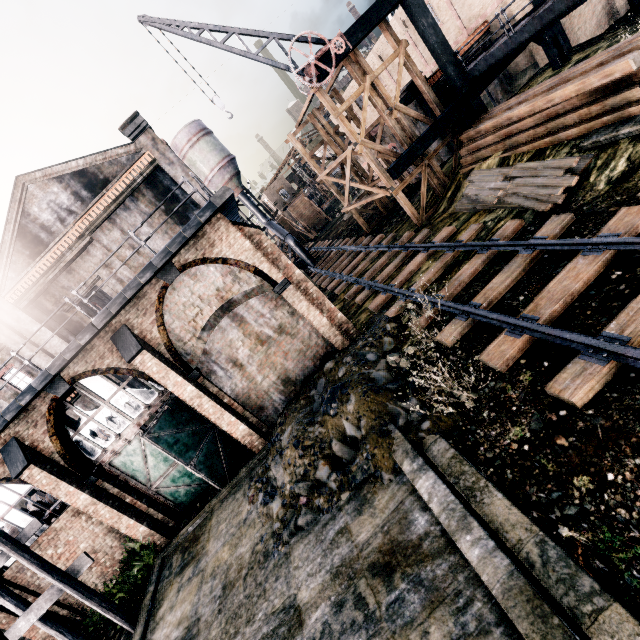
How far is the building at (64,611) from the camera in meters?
14.1

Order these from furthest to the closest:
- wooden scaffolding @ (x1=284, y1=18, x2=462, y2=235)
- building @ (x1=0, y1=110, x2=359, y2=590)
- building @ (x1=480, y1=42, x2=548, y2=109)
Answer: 1. building @ (x1=480, y1=42, x2=548, y2=109)
2. wooden scaffolding @ (x1=284, y1=18, x2=462, y2=235)
3. building @ (x1=0, y1=110, x2=359, y2=590)

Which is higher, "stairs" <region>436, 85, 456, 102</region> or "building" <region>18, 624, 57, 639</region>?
"stairs" <region>436, 85, 456, 102</region>

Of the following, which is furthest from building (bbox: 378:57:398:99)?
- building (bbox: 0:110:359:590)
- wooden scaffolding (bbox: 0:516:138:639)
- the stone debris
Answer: wooden scaffolding (bbox: 0:516:138:639)

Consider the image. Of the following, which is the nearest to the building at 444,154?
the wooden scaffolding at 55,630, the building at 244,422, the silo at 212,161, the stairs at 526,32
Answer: the stairs at 526,32

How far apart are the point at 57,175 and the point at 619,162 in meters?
30.0 m

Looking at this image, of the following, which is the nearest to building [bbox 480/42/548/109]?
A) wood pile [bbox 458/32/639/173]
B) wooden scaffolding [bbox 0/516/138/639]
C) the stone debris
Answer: wood pile [bbox 458/32/639/173]

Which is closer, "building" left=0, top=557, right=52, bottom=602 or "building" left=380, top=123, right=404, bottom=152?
"building" left=0, top=557, right=52, bottom=602
